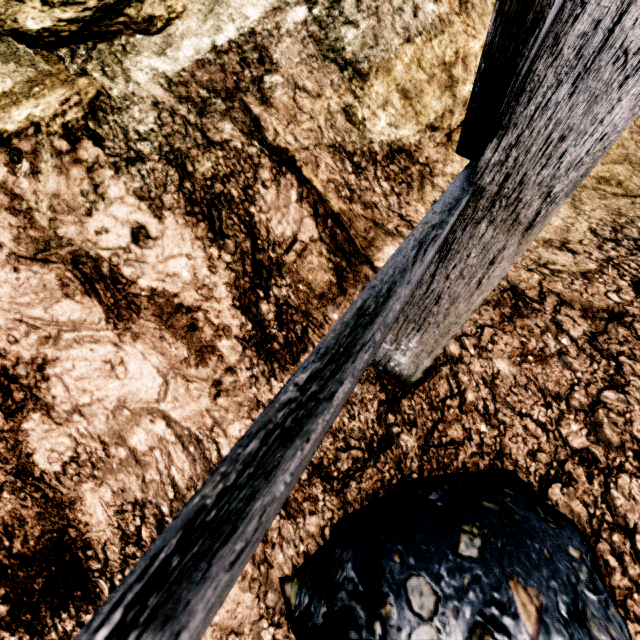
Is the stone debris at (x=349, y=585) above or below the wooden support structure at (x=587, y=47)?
below

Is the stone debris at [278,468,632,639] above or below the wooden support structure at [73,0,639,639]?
below

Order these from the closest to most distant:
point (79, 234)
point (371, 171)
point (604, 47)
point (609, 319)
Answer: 1. point (604, 47)
2. point (79, 234)
3. point (609, 319)
4. point (371, 171)

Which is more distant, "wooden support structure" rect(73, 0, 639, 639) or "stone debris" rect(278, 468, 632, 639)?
"stone debris" rect(278, 468, 632, 639)

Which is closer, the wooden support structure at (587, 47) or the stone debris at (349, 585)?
the wooden support structure at (587, 47)
